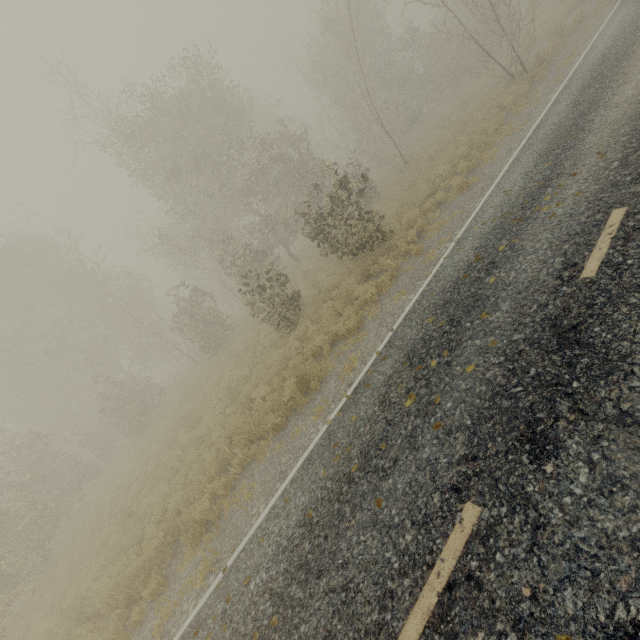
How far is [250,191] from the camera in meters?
20.0
